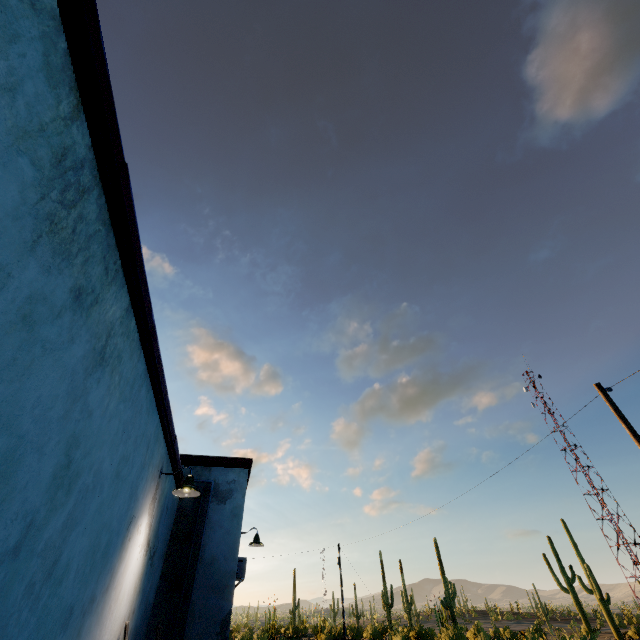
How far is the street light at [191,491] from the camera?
5.38m

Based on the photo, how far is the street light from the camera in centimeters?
538cm

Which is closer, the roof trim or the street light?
the roof trim

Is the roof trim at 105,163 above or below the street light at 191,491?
above

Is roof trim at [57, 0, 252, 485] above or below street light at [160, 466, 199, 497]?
above

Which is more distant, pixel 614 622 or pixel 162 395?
pixel 614 622
